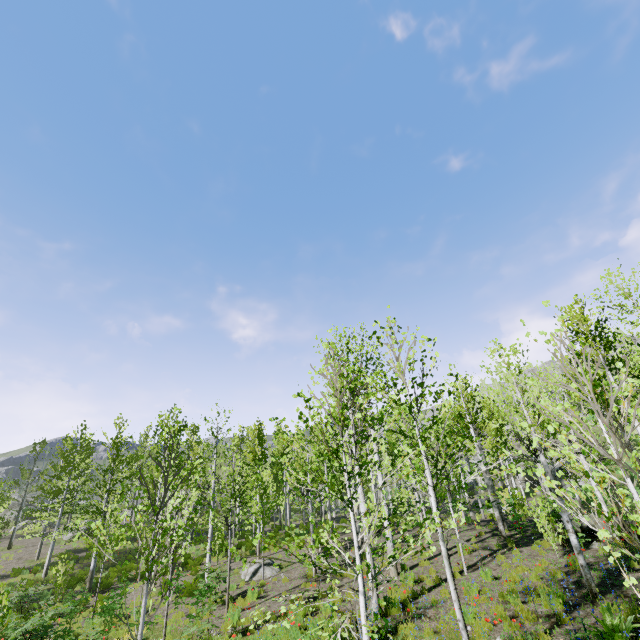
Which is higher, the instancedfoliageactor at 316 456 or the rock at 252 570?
the instancedfoliageactor at 316 456

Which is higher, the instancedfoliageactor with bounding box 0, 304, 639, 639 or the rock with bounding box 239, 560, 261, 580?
the instancedfoliageactor with bounding box 0, 304, 639, 639

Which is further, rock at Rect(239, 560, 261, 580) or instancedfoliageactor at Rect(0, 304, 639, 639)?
rock at Rect(239, 560, 261, 580)

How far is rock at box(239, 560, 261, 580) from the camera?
15.7m

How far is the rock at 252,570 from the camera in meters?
15.7 m

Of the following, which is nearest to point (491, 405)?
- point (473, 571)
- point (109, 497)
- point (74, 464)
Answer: point (473, 571)
